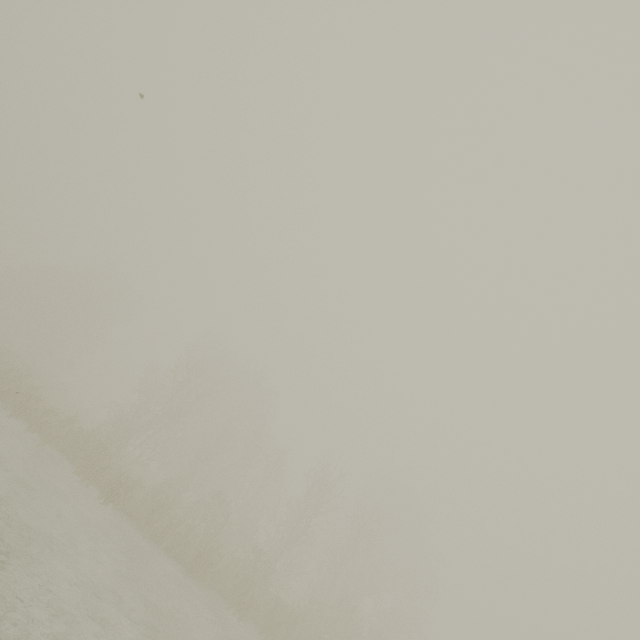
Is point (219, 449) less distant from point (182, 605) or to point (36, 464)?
point (36, 464)
